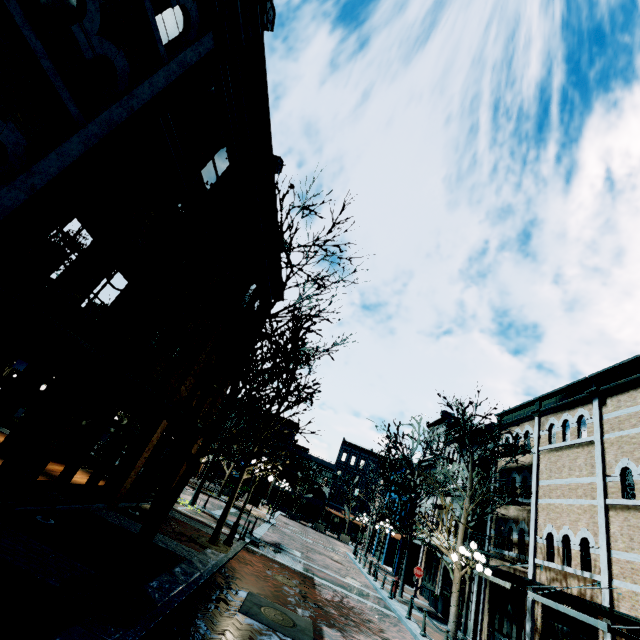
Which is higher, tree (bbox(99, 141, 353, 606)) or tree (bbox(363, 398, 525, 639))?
tree (bbox(363, 398, 525, 639))

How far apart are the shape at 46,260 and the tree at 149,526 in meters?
7.9 m

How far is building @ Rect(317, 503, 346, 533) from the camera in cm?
4953

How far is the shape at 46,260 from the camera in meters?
10.7 m

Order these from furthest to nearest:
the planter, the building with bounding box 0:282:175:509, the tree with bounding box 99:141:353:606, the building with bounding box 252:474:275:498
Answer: the building with bounding box 252:474:275:498
the planter
the building with bounding box 0:282:175:509
the tree with bounding box 99:141:353:606

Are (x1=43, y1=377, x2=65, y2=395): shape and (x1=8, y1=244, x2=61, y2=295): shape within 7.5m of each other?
yes

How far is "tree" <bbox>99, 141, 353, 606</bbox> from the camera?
6.2m

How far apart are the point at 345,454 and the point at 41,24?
57.66m
